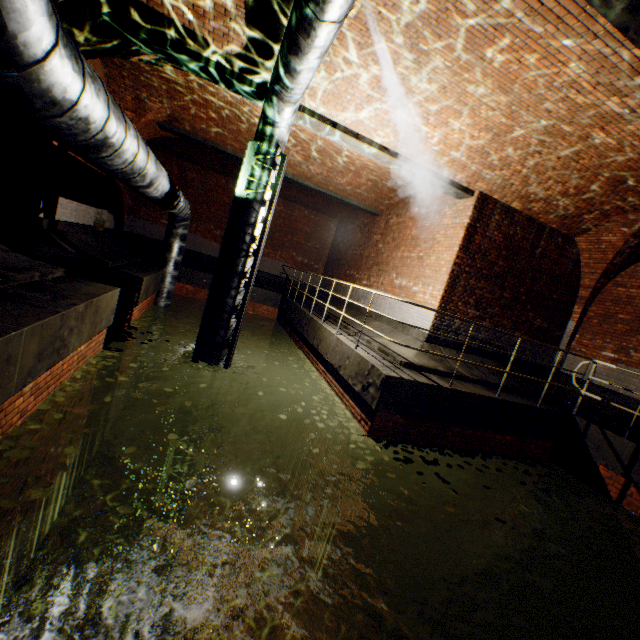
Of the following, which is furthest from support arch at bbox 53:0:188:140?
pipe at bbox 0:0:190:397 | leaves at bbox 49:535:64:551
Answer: leaves at bbox 49:535:64:551

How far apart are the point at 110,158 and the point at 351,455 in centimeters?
576cm

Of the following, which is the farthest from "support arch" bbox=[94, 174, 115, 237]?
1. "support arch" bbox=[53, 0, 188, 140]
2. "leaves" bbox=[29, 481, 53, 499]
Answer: "leaves" bbox=[29, 481, 53, 499]

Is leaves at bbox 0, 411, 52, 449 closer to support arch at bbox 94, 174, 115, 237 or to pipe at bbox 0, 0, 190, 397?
pipe at bbox 0, 0, 190, 397

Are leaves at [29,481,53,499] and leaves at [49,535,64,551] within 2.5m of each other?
yes

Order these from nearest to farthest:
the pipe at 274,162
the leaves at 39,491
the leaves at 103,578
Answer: the leaves at 103,578 → the leaves at 39,491 → the pipe at 274,162

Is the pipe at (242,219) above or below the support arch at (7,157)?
above

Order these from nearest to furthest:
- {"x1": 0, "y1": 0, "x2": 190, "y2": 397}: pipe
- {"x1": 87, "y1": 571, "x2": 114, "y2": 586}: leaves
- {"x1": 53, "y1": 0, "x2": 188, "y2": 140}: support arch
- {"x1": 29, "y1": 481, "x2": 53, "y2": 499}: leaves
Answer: {"x1": 0, "y1": 0, "x2": 190, "y2": 397}: pipe < {"x1": 87, "y1": 571, "x2": 114, "y2": 586}: leaves < {"x1": 29, "y1": 481, "x2": 53, "y2": 499}: leaves < {"x1": 53, "y1": 0, "x2": 188, "y2": 140}: support arch
